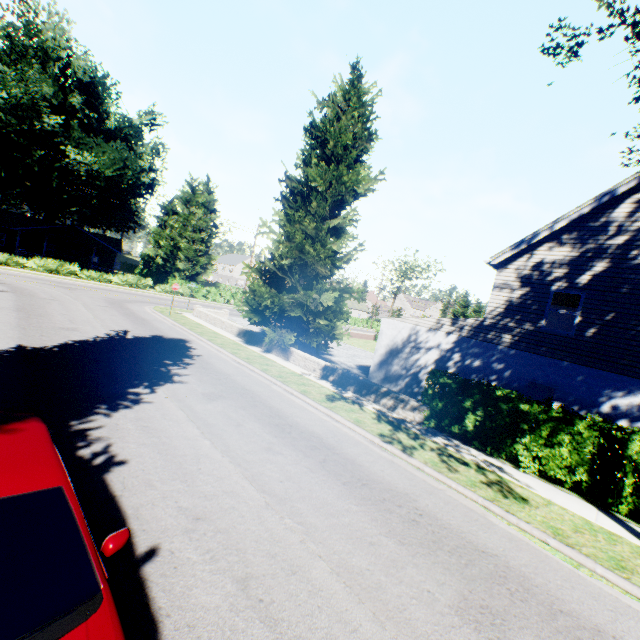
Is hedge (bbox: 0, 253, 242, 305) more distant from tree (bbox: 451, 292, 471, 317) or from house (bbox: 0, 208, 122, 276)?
house (bbox: 0, 208, 122, 276)

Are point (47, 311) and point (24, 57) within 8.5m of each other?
no

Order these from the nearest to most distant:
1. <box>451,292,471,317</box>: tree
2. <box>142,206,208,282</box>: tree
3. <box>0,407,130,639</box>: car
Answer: <box>0,407,130,639</box>: car < <box>142,206,208,282</box>: tree < <box>451,292,471,317</box>: tree

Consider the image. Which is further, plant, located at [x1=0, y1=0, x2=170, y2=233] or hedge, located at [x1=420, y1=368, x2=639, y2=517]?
plant, located at [x1=0, y1=0, x2=170, y2=233]

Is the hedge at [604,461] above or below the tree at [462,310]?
below

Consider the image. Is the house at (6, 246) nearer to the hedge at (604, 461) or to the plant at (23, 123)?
the plant at (23, 123)

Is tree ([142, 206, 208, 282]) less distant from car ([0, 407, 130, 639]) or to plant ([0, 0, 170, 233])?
plant ([0, 0, 170, 233])

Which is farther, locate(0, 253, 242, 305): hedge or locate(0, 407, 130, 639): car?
locate(0, 253, 242, 305): hedge
